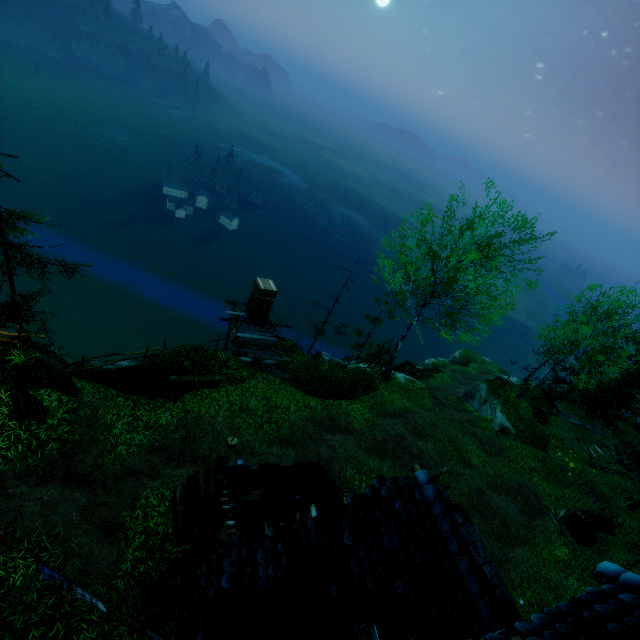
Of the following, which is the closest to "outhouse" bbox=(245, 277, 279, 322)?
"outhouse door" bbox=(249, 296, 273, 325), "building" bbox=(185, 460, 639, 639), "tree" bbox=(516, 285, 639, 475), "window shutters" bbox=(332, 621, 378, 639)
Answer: "outhouse door" bbox=(249, 296, 273, 325)

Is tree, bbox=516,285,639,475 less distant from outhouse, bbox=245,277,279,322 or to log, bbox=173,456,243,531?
outhouse, bbox=245,277,279,322

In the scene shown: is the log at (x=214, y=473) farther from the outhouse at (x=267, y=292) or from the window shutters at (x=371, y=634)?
the outhouse at (x=267, y=292)

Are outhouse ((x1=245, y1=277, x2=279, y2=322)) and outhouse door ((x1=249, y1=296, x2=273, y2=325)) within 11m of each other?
yes

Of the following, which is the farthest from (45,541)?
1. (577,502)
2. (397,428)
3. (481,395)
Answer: (481,395)

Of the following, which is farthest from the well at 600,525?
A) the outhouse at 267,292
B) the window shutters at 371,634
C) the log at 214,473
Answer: the outhouse at 267,292

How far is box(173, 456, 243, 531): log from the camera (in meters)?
9.40

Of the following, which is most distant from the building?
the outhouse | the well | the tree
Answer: the well
